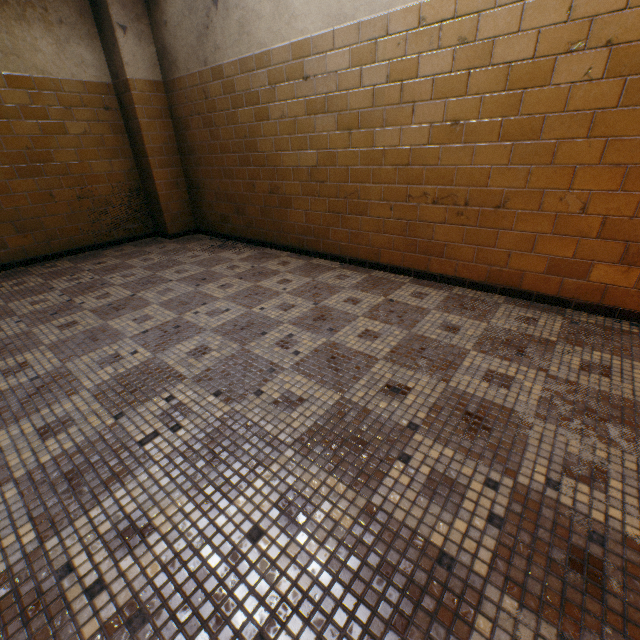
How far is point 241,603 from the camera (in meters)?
0.93
